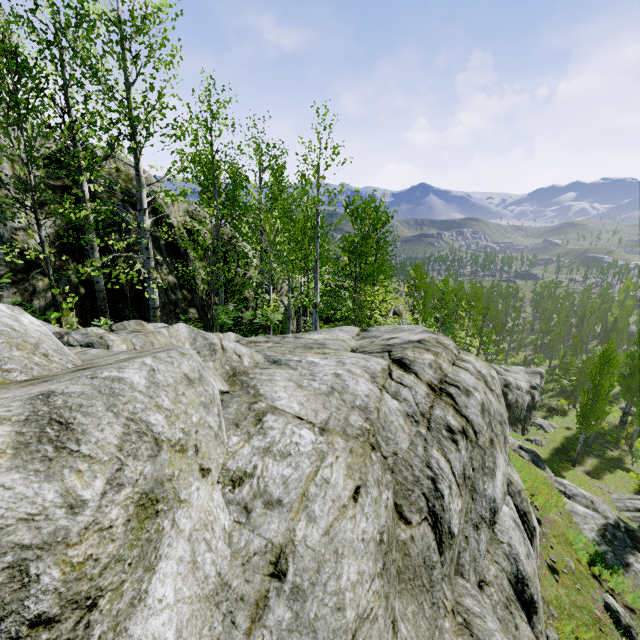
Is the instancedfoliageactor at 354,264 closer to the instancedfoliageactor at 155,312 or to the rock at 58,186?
the rock at 58,186

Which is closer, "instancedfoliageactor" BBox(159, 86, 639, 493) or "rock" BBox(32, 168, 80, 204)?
"rock" BBox(32, 168, 80, 204)

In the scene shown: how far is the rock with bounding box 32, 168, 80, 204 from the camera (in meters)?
9.67

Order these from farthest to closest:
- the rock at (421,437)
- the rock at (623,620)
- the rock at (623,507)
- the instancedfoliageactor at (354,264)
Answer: the rock at (623,507), the instancedfoliageactor at (354,264), the rock at (623,620), the rock at (421,437)

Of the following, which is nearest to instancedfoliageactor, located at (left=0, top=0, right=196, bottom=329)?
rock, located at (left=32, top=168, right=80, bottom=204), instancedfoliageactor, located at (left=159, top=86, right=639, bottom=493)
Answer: rock, located at (left=32, top=168, right=80, bottom=204)

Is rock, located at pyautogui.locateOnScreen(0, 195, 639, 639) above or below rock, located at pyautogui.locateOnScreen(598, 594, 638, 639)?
above

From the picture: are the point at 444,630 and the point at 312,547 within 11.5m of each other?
yes
